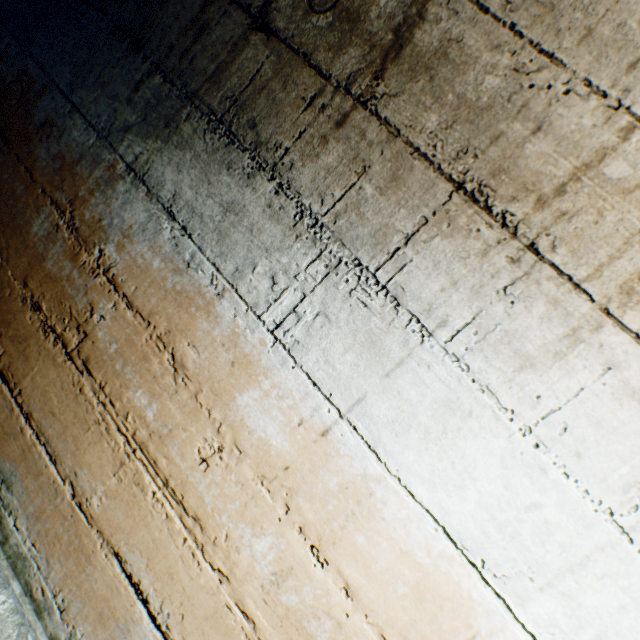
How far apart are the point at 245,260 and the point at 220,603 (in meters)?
1.10
